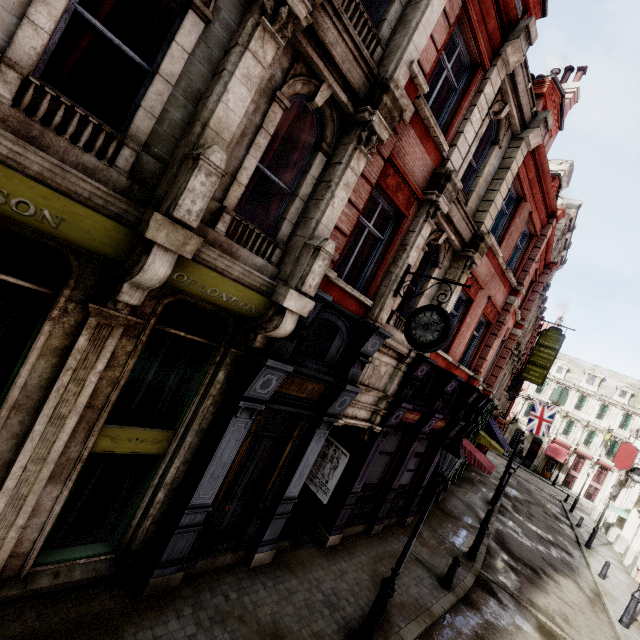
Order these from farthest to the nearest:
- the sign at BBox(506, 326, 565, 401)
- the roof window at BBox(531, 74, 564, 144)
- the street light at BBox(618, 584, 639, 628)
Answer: the sign at BBox(506, 326, 565, 401), the street light at BBox(618, 584, 639, 628), the roof window at BBox(531, 74, 564, 144)

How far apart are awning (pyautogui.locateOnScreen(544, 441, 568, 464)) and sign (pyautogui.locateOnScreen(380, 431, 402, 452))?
46.1m

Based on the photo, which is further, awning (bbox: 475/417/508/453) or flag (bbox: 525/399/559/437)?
flag (bbox: 525/399/559/437)

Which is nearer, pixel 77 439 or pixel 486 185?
pixel 77 439

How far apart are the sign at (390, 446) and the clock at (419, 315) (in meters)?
4.42

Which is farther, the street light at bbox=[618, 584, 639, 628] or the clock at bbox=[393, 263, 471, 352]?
the street light at bbox=[618, 584, 639, 628]

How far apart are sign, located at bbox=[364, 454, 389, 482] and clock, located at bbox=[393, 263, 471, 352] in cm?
442

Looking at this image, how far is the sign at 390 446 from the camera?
10.51m
